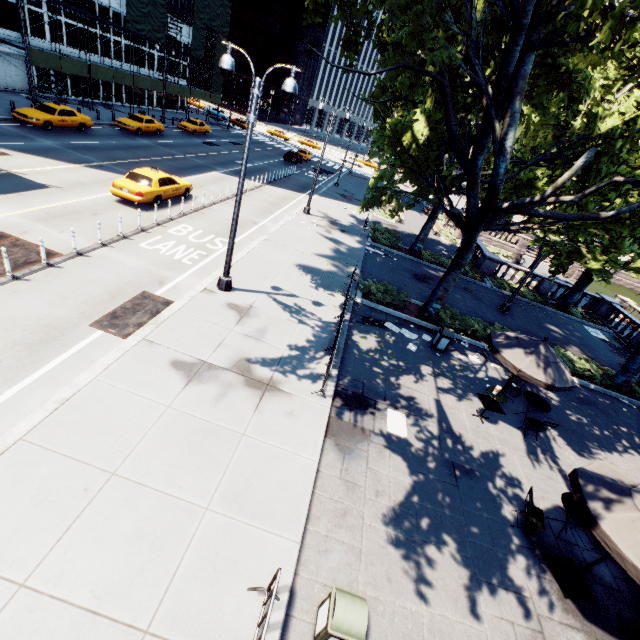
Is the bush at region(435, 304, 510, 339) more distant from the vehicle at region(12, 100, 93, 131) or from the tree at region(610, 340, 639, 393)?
the vehicle at region(12, 100, 93, 131)

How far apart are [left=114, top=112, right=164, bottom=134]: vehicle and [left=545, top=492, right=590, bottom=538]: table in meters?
38.2 m

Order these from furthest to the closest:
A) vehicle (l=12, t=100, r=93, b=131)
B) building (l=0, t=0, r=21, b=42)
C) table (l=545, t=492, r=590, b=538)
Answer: building (l=0, t=0, r=21, b=42) → vehicle (l=12, t=100, r=93, b=131) → table (l=545, t=492, r=590, b=538)

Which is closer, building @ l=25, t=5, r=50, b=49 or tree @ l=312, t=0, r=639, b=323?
tree @ l=312, t=0, r=639, b=323

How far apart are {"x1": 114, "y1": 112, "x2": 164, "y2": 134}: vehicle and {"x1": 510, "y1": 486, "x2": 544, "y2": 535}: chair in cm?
3782

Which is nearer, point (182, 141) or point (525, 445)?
point (525, 445)

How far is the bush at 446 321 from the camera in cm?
1575

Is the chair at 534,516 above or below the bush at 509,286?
below
